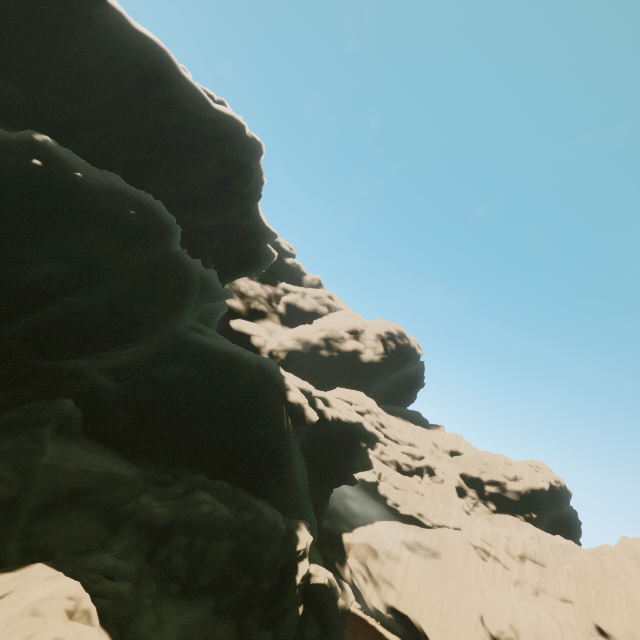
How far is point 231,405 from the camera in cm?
2448
